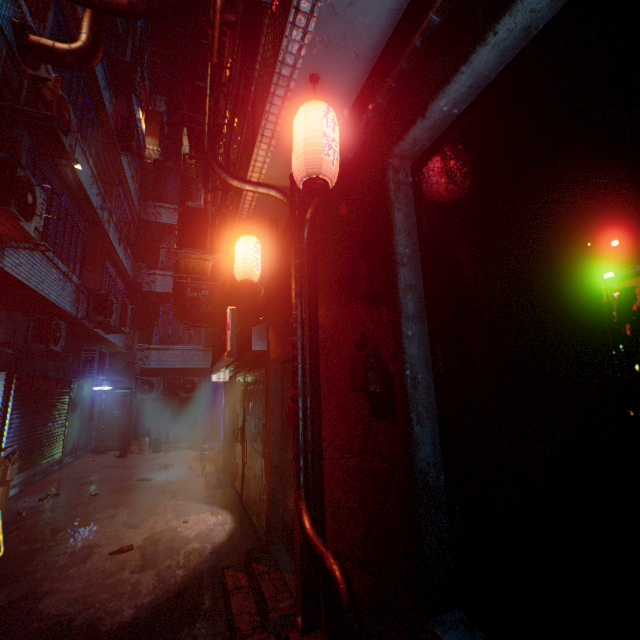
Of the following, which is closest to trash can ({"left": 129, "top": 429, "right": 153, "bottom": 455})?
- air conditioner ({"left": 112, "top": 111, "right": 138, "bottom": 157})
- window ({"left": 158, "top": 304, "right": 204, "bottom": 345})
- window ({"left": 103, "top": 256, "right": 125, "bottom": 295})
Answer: window ({"left": 158, "top": 304, "right": 204, "bottom": 345})

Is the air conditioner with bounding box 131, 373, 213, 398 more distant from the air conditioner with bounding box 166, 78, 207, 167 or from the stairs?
the stairs

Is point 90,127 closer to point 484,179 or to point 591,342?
point 484,179

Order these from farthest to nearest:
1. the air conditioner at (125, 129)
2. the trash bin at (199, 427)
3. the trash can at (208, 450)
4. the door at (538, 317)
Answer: the trash bin at (199, 427), the air conditioner at (125, 129), the trash can at (208, 450), the door at (538, 317)

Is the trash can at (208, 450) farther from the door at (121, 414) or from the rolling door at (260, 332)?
the door at (121, 414)

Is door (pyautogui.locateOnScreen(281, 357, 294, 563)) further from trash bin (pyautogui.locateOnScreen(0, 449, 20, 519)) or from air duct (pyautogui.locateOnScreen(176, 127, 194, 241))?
trash bin (pyautogui.locateOnScreen(0, 449, 20, 519))

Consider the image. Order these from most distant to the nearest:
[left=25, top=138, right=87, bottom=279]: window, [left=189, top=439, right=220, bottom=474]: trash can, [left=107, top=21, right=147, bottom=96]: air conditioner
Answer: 1. [left=107, top=21, right=147, bottom=96]: air conditioner
2. [left=189, top=439, right=220, bottom=474]: trash can
3. [left=25, top=138, right=87, bottom=279]: window

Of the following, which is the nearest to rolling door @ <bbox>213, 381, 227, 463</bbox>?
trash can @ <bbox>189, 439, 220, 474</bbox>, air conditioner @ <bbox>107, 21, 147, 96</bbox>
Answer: trash can @ <bbox>189, 439, 220, 474</bbox>
